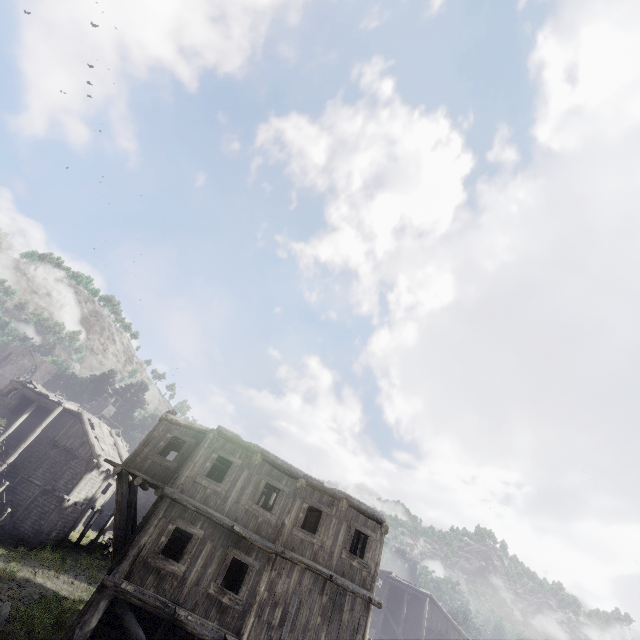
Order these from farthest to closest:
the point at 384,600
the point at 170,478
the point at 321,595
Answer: the point at 384,600
the point at 170,478
the point at 321,595
